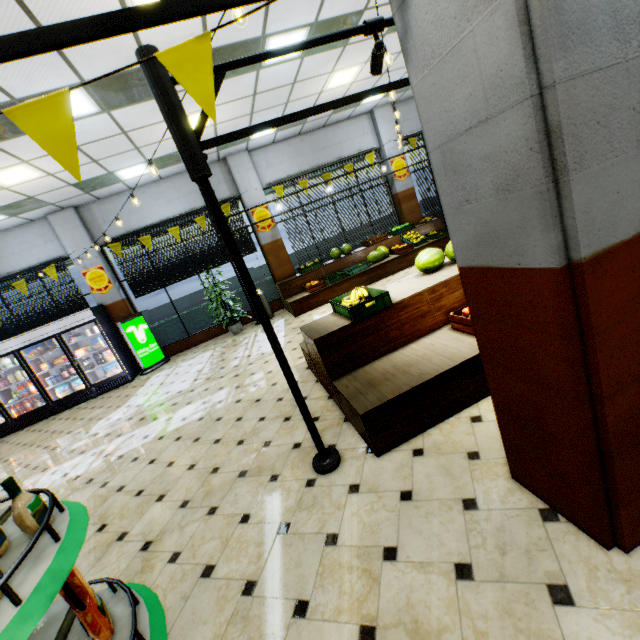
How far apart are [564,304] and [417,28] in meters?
1.4 m

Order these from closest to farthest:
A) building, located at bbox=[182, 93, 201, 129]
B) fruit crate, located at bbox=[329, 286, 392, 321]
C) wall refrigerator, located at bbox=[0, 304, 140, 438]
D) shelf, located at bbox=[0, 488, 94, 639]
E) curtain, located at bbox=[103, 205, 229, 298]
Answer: shelf, located at bbox=[0, 488, 94, 639], fruit crate, located at bbox=[329, 286, 392, 321], building, located at bbox=[182, 93, 201, 129], wall refrigerator, located at bbox=[0, 304, 140, 438], curtain, located at bbox=[103, 205, 229, 298]

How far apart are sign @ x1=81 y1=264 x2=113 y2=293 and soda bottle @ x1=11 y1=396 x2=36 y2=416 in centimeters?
327cm

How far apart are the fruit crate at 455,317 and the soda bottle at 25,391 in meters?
10.6 m

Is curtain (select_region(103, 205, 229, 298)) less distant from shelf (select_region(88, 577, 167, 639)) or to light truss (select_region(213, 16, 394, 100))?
light truss (select_region(213, 16, 394, 100))

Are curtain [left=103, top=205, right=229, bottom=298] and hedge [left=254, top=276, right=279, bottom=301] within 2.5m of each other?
yes

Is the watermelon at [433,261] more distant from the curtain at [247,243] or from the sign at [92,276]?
the sign at [92,276]

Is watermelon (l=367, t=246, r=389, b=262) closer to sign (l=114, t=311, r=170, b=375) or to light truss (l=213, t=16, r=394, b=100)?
light truss (l=213, t=16, r=394, b=100)
